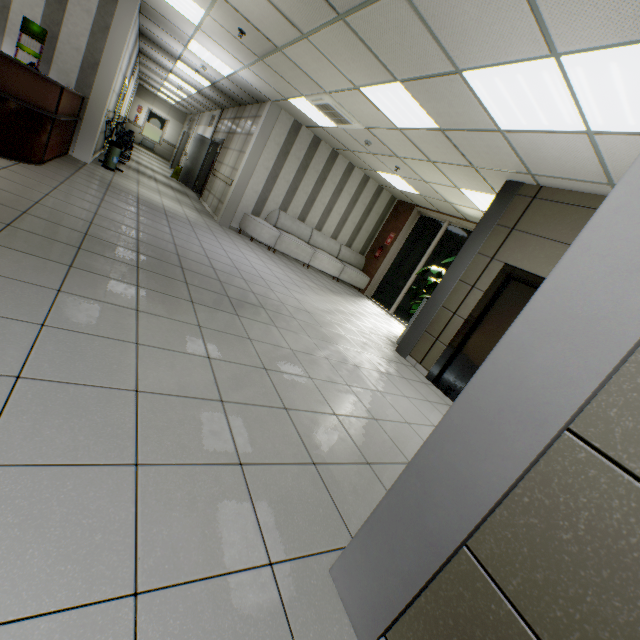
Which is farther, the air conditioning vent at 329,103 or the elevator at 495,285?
the air conditioning vent at 329,103

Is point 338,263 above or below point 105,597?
above

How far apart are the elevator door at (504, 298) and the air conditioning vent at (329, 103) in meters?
4.0 m

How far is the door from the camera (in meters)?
12.20

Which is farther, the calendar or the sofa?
the sofa

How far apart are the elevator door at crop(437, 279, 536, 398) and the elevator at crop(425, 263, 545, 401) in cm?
1

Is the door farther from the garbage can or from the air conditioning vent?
the air conditioning vent

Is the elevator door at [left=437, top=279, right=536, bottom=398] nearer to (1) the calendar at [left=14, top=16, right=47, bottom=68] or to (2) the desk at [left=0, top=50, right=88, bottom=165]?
(2) the desk at [left=0, top=50, right=88, bottom=165]
